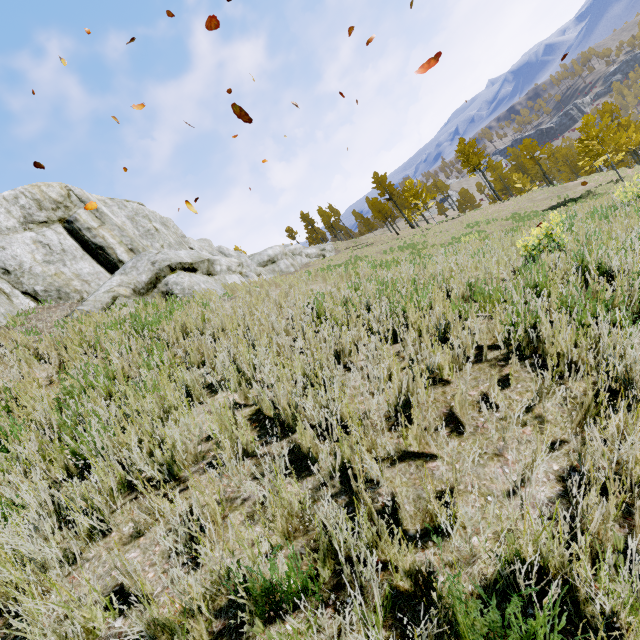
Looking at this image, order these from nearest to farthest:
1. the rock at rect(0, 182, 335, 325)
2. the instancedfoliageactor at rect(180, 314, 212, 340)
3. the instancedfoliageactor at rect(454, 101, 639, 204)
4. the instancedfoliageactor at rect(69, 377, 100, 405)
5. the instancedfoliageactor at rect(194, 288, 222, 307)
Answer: the instancedfoliageactor at rect(69, 377, 100, 405) < the instancedfoliageactor at rect(180, 314, 212, 340) < the instancedfoliageactor at rect(194, 288, 222, 307) < the rock at rect(0, 182, 335, 325) < the instancedfoliageactor at rect(454, 101, 639, 204)

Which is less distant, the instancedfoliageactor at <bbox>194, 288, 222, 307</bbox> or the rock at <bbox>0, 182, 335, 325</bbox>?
the instancedfoliageactor at <bbox>194, 288, 222, 307</bbox>

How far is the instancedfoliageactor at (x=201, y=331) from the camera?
4.9 meters

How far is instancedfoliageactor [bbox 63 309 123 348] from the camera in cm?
533

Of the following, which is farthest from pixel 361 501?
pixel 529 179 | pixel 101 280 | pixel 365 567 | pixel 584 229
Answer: pixel 529 179

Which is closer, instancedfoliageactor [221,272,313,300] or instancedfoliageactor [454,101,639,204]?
instancedfoliageactor [221,272,313,300]

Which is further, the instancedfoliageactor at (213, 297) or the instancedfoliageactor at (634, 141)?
the instancedfoliageactor at (634, 141)
